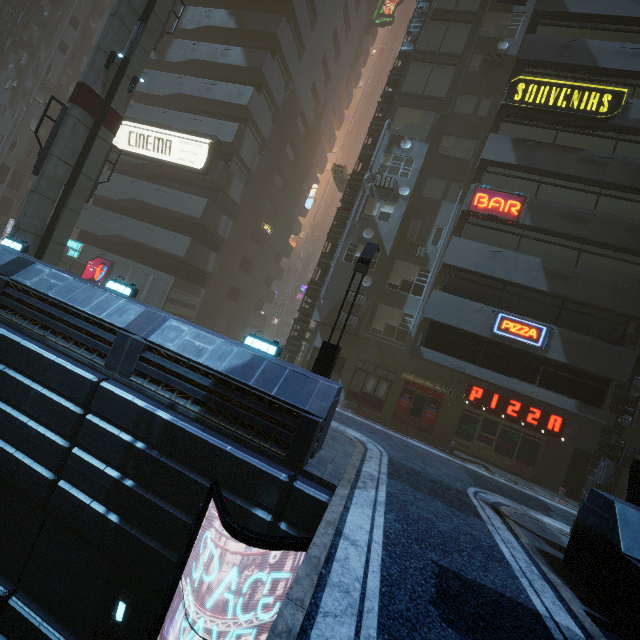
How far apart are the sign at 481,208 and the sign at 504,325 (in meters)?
4.37

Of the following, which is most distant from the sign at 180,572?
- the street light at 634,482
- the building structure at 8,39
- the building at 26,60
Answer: the building structure at 8,39

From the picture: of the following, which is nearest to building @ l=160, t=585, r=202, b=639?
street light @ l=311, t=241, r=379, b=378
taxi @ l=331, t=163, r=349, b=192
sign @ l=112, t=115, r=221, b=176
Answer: sign @ l=112, t=115, r=221, b=176

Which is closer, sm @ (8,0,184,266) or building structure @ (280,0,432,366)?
sm @ (8,0,184,266)

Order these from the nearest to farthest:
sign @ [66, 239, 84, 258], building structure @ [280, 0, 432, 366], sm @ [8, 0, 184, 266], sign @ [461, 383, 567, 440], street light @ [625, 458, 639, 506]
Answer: street light @ [625, 458, 639, 506]
sm @ [8, 0, 184, 266]
sign @ [461, 383, 567, 440]
building structure @ [280, 0, 432, 366]
sign @ [66, 239, 84, 258]

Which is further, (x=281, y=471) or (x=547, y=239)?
(x=547, y=239)

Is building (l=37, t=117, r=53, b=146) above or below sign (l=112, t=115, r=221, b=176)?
above

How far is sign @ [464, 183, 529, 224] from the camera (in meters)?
16.12
